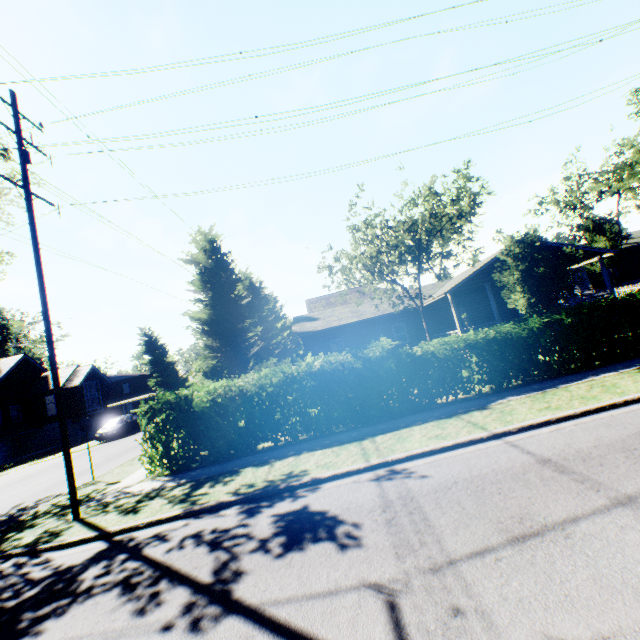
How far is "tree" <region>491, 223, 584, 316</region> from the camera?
14.9m

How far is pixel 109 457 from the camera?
17.3 meters

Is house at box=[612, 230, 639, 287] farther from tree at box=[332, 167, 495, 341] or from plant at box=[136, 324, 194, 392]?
plant at box=[136, 324, 194, 392]

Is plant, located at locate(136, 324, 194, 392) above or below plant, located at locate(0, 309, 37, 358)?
below

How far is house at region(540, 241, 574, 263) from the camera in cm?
2006

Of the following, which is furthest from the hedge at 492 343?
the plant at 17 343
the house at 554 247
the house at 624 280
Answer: the plant at 17 343

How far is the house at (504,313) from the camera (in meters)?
20.25

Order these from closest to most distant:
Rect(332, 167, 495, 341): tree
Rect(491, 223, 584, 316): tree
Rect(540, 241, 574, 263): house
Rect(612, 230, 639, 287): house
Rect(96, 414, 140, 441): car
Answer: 1. Rect(332, 167, 495, 341): tree
2. Rect(491, 223, 584, 316): tree
3. Rect(540, 241, 574, 263): house
4. Rect(96, 414, 140, 441): car
5. Rect(612, 230, 639, 287): house
